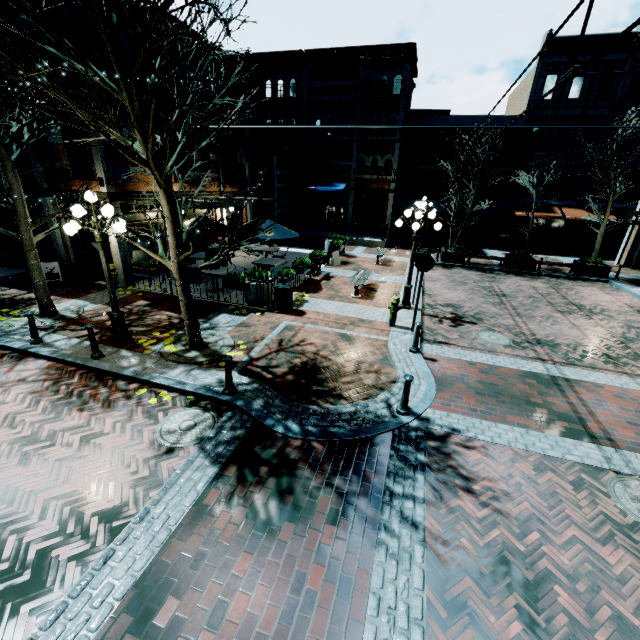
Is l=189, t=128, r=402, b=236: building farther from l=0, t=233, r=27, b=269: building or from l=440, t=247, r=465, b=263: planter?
l=440, t=247, r=465, b=263: planter

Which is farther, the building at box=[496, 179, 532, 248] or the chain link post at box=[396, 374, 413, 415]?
the building at box=[496, 179, 532, 248]

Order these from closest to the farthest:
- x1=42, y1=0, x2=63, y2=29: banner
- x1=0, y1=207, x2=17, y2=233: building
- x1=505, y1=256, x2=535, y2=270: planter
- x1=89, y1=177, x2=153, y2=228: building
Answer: x1=42, y1=0, x2=63, y2=29: banner, x1=89, y1=177, x2=153, y2=228: building, x1=0, y1=207, x2=17, y2=233: building, x1=505, y1=256, x2=535, y2=270: planter

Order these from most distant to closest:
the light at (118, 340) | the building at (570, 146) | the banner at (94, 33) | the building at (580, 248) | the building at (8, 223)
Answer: the building at (580, 248) < the building at (570, 146) < the building at (8, 223) < the banner at (94, 33) < the light at (118, 340)

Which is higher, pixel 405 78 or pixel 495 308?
pixel 405 78

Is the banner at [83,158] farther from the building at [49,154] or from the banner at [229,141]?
the banner at [229,141]

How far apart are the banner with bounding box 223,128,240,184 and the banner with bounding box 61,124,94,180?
7.0m

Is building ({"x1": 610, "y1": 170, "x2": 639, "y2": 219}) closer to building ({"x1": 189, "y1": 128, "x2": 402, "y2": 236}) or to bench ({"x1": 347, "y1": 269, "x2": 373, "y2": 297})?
building ({"x1": 189, "y1": 128, "x2": 402, "y2": 236})
